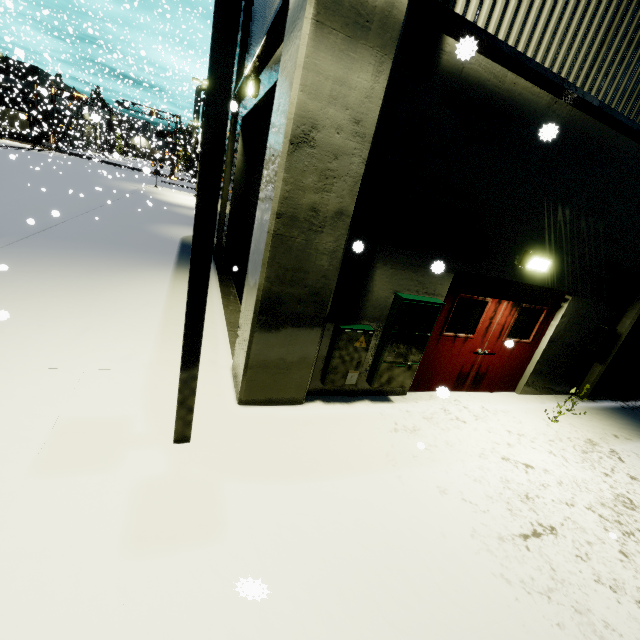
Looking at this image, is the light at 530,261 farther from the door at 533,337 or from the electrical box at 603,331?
the electrical box at 603,331

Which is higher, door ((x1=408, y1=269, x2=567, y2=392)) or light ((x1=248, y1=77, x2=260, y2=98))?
light ((x1=248, y1=77, x2=260, y2=98))

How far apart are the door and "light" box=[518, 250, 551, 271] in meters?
0.3

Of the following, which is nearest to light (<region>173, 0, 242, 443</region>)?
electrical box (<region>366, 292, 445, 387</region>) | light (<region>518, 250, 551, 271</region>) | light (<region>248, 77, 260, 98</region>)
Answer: electrical box (<region>366, 292, 445, 387</region>)

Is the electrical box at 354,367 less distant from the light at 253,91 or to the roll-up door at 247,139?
the roll-up door at 247,139

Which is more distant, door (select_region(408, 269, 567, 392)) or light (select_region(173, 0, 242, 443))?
door (select_region(408, 269, 567, 392))

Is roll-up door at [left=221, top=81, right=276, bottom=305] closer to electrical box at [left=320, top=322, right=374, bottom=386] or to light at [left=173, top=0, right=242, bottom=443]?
light at [left=173, top=0, right=242, bottom=443]

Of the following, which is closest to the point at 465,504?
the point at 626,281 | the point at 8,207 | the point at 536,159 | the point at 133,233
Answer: the point at 536,159
